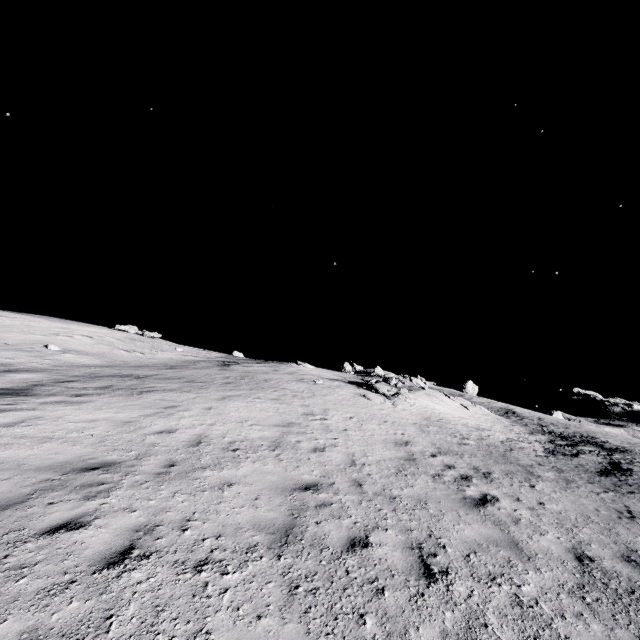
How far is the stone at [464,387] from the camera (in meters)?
54.59

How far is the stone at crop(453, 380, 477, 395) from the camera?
54.59m

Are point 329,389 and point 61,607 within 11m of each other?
no
